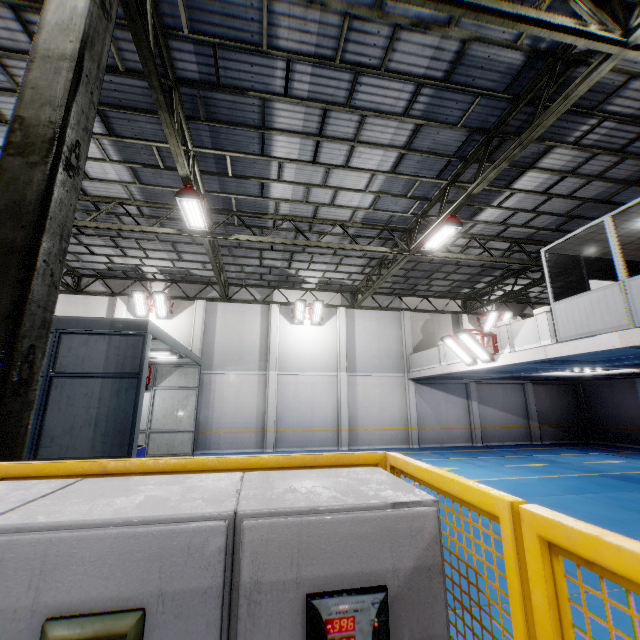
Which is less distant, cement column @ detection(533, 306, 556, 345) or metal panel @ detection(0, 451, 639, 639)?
metal panel @ detection(0, 451, 639, 639)

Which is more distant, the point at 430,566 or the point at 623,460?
the point at 623,460

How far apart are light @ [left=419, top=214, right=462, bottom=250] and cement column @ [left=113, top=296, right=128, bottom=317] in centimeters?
1510cm

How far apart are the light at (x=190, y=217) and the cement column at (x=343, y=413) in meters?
10.5

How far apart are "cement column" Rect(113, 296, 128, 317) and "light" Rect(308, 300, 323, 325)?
9.8m

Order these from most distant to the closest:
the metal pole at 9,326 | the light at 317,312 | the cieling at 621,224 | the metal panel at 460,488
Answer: the light at 317,312 < the cieling at 621,224 < the metal pole at 9,326 < the metal panel at 460,488

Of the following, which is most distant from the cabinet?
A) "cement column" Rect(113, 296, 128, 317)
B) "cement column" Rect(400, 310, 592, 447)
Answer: "cement column" Rect(400, 310, 592, 447)

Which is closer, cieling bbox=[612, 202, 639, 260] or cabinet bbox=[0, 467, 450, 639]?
cabinet bbox=[0, 467, 450, 639]
